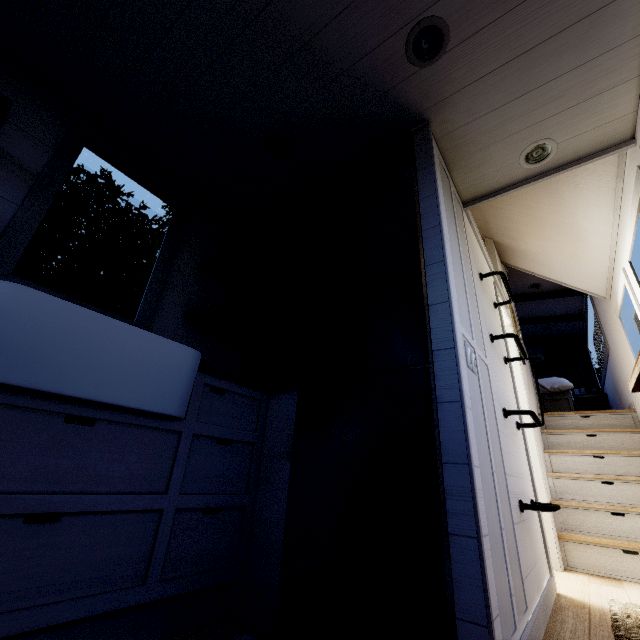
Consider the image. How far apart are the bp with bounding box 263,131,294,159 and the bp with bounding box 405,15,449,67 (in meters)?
0.84

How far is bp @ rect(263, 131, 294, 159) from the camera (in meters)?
2.10

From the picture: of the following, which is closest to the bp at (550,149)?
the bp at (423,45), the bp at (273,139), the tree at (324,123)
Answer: the tree at (324,123)

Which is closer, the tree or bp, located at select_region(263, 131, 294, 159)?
the tree

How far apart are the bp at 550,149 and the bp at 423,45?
0.84m

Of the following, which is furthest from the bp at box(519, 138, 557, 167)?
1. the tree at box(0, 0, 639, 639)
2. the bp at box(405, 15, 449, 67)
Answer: the bp at box(405, 15, 449, 67)

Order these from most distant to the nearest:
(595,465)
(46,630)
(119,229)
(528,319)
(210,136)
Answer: (528,319) < (119,229) < (595,465) < (210,136) < (46,630)

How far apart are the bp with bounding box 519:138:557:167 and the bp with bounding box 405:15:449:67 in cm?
84
